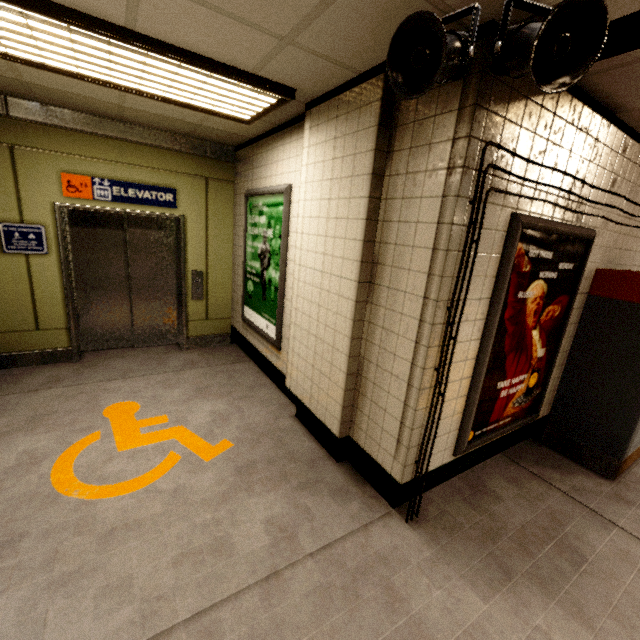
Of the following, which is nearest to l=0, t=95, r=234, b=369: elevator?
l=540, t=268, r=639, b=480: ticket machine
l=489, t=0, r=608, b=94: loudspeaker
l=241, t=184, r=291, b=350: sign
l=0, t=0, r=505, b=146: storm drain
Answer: l=241, t=184, r=291, b=350: sign

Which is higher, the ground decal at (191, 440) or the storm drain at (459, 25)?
the storm drain at (459, 25)

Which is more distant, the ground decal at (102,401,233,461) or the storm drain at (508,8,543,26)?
the ground decal at (102,401,233,461)

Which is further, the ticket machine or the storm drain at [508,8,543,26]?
the ticket machine

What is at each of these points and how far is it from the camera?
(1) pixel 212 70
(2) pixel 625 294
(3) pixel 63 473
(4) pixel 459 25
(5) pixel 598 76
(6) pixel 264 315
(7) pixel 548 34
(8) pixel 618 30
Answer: (1) fluorescent light, 2.14m
(2) ticket machine, 2.81m
(3) ground decal, 2.46m
(4) storm drain, 1.56m
(5) storm drain, 1.89m
(6) sign, 3.99m
(7) loudspeaker, 1.26m
(8) pipe, 1.39m

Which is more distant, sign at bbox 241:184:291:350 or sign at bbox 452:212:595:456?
sign at bbox 241:184:291:350

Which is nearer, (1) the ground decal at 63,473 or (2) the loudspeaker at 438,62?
(2) the loudspeaker at 438,62

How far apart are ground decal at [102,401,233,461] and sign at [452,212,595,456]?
1.9 meters
